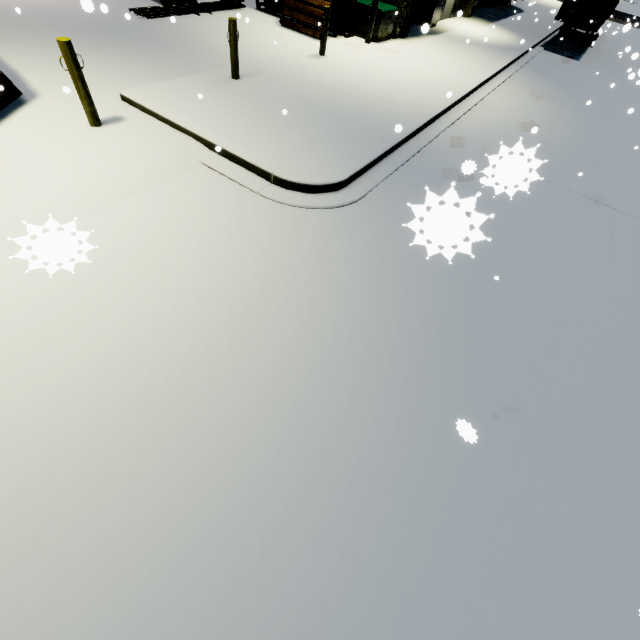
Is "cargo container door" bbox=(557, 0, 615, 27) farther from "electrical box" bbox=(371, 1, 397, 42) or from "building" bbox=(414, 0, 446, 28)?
"electrical box" bbox=(371, 1, 397, 42)

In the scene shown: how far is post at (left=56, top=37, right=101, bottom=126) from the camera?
5.3 meters

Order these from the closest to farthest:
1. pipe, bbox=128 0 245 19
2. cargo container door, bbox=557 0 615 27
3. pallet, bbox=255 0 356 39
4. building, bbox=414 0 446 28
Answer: pipe, bbox=128 0 245 19 → pallet, bbox=255 0 356 39 → building, bbox=414 0 446 28 → cargo container door, bbox=557 0 615 27

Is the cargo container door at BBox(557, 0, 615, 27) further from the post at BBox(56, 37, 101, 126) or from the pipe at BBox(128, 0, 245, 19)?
the post at BBox(56, 37, 101, 126)

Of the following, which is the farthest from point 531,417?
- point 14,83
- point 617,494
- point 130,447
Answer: point 14,83

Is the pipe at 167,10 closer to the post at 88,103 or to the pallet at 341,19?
the pallet at 341,19

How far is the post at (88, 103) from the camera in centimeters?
529cm
